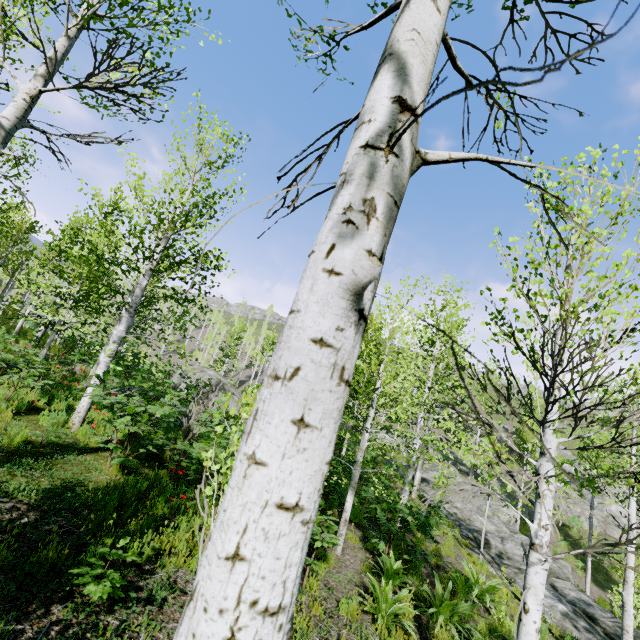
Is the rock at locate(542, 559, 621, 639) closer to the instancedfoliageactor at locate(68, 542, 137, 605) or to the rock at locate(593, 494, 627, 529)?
the rock at locate(593, 494, 627, 529)

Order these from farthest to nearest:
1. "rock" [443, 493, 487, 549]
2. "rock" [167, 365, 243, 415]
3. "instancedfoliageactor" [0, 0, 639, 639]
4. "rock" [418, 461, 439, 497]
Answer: "rock" [167, 365, 243, 415]
"rock" [418, 461, 439, 497]
"rock" [443, 493, 487, 549]
"instancedfoliageactor" [0, 0, 639, 639]

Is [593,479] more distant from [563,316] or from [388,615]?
[388,615]

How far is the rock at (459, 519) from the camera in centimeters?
1557cm

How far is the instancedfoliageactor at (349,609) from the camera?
5.3m

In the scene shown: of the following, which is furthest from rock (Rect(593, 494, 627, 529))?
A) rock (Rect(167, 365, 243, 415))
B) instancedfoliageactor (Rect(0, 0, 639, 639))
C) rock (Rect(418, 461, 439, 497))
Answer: rock (Rect(167, 365, 243, 415))

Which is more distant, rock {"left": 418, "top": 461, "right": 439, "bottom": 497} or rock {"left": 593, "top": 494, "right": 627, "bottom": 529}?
rock {"left": 593, "top": 494, "right": 627, "bottom": 529}

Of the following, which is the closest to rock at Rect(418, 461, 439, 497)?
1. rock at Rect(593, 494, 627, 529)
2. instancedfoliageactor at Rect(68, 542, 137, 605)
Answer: rock at Rect(593, 494, 627, 529)
